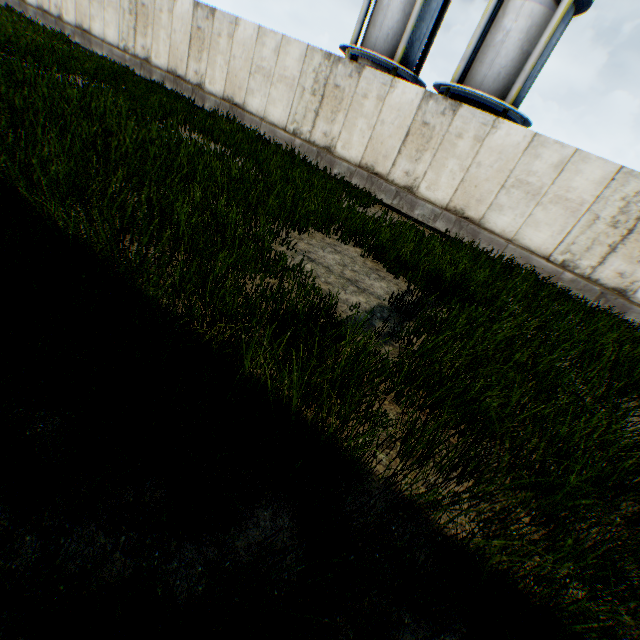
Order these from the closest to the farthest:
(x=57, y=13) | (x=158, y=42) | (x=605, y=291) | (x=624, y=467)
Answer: (x=624, y=467) < (x=605, y=291) < (x=158, y=42) < (x=57, y=13)

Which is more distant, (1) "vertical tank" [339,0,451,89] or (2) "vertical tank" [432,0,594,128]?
(1) "vertical tank" [339,0,451,89]

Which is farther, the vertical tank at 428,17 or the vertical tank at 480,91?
the vertical tank at 428,17
